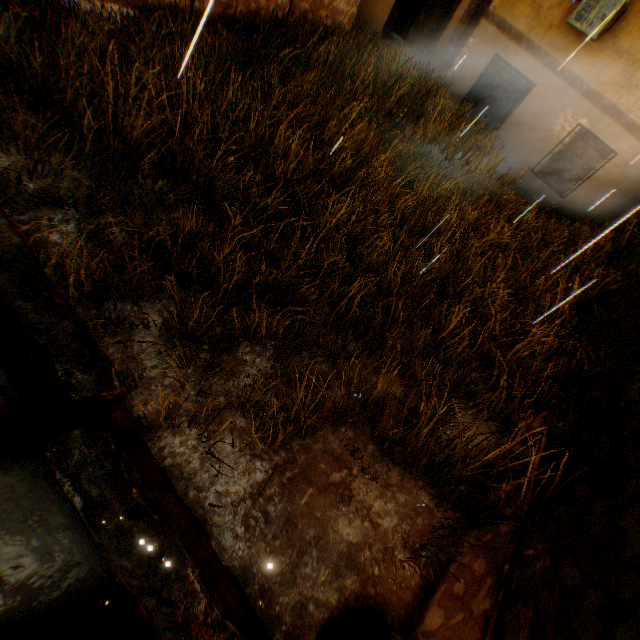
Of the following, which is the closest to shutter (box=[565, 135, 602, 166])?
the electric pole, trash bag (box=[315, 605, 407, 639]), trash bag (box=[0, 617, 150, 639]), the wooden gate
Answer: the wooden gate

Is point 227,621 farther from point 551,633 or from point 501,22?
point 501,22

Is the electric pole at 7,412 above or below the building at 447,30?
below

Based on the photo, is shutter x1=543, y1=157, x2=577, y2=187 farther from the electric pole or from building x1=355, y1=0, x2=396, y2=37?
the electric pole

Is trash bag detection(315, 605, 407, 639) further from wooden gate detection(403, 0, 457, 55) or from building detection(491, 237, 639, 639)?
wooden gate detection(403, 0, 457, 55)

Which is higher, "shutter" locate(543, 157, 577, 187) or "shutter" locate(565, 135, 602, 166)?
"shutter" locate(565, 135, 602, 166)

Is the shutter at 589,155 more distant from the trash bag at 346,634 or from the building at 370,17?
the trash bag at 346,634

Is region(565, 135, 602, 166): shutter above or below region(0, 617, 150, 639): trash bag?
above
